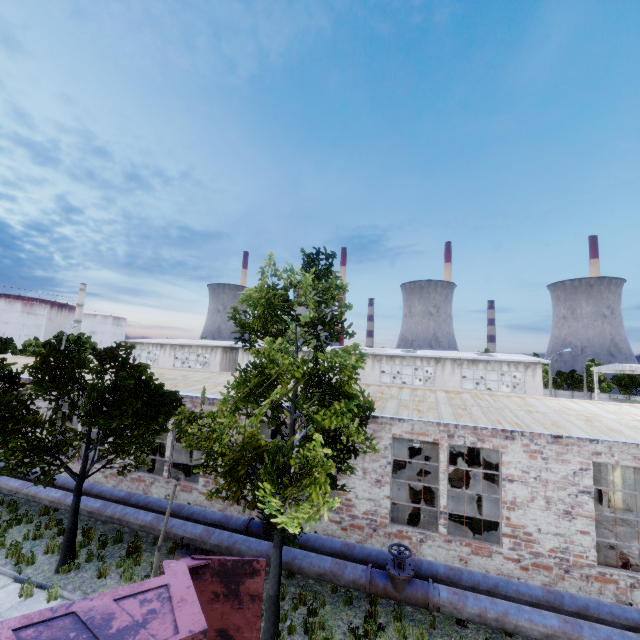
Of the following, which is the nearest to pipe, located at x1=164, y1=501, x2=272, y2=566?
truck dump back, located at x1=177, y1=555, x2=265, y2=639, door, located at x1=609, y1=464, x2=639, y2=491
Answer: truck dump back, located at x1=177, y1=555, x2=265, y2=639

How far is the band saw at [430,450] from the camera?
20.9m

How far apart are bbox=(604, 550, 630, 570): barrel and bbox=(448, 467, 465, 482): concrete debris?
8.2m

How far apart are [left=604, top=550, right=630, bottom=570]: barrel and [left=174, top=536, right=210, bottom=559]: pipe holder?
13.3 meters

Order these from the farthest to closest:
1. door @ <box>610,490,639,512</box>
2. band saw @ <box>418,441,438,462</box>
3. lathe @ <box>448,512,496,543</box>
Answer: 1. band saw @ <box>418,441,438,462</box>
2. door @ <box>610,490,639,512</box>
3. lathe @ <box>448,512,496,543</box>

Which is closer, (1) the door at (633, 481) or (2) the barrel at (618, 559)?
(2) the barrel at (618, 559)

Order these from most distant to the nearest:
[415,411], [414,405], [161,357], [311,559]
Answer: [161,357]
[414,405]
[415,411]
[311,559]

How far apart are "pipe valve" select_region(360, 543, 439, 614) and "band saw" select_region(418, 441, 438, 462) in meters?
12.9
